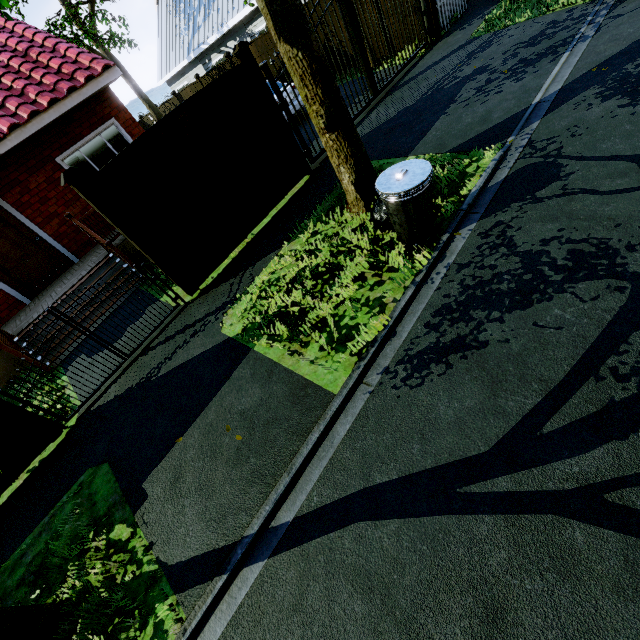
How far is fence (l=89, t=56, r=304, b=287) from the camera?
5.21m

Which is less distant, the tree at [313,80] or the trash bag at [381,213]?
the tree at [313,80]

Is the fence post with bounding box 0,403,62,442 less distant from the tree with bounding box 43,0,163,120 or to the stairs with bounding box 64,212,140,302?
the stairs with bounding box 64,212,140,302

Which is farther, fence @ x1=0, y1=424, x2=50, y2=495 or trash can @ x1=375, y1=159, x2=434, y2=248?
fence @ x1=0, y1=424, x2=50, y2=495

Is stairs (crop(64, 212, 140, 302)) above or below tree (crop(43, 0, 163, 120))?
below

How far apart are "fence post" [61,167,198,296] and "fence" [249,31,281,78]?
12.1m

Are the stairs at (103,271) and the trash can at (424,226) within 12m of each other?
yes

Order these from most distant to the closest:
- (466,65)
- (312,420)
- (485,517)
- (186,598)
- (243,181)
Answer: (466,65), (243,181), (312,420), (186,598), (485,517)
